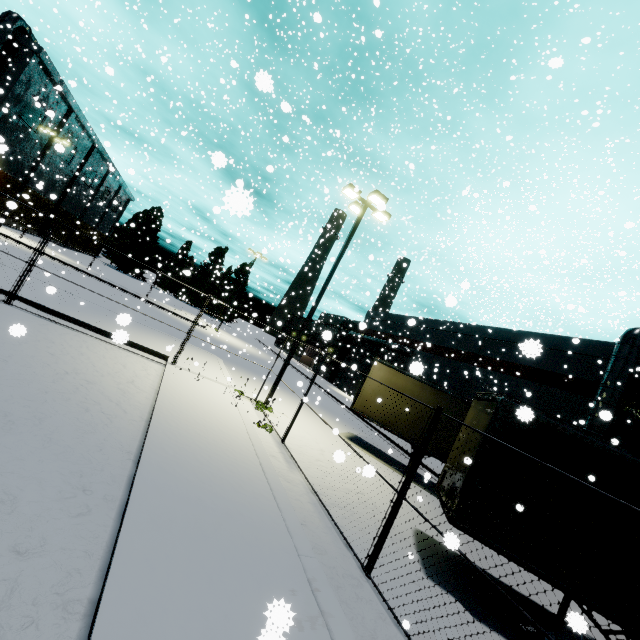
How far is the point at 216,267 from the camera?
14.41m

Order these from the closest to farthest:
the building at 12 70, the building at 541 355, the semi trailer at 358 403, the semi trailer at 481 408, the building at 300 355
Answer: the semi trailer at 481 408 < the semi trailer at 358 403 < the building at 541 355 < the building at 12 70 < the building at 300 355

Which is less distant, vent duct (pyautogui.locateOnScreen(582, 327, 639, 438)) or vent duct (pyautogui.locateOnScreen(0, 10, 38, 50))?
vent duct (pyautogui.locateOnScreen(582, 327, 639, 438))

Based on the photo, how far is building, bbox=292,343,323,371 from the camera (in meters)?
48.78

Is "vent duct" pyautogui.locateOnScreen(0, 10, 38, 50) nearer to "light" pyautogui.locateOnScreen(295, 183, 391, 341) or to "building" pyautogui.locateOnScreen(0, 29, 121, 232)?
"building" pyautogui.locateOnScreen(0, 29, 121, 232)

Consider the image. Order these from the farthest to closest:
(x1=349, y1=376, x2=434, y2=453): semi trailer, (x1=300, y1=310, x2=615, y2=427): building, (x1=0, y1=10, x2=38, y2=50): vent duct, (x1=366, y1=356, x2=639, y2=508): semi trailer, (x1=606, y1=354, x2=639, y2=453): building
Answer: (x1=0, y1=10, x2=38, y2=50): vent duct
(x1=300, y1=310, x2=615, y2=427): building
(x1=606, y1=354, x2=639, y2=453): building
(x1=349, y1=376, x2=434, y2=453): semi trailer
(x1=366, y1=356, x2=639, y2=508): semi trailer

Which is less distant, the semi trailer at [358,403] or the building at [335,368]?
the semi trailer at [358,403]
